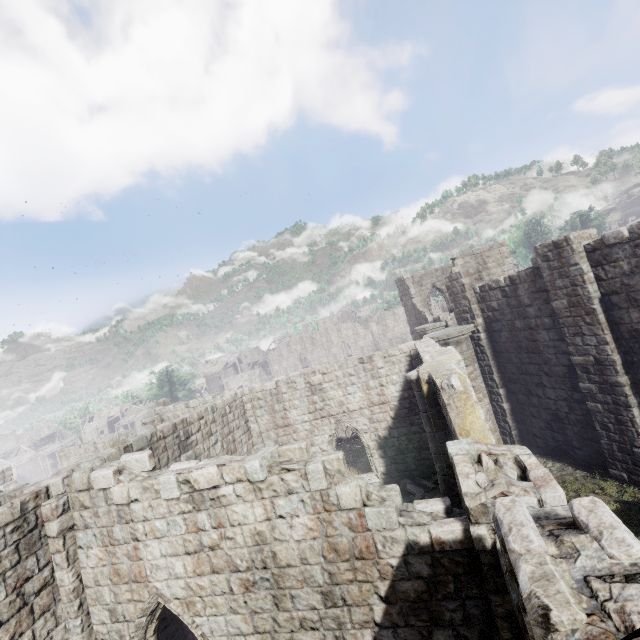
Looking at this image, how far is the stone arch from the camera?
30.4 meters

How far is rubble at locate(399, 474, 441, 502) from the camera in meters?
12.9 m

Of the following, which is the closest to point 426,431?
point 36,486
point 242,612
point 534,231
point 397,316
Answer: point 242,612

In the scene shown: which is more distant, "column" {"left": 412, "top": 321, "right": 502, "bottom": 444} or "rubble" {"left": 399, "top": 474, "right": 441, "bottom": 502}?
"column" {"left": 412, "top": 321, "right": 502, "bottom": 444}

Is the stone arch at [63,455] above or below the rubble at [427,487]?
above

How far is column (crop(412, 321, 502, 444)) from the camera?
14.4 meters

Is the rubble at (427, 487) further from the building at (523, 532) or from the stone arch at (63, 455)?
the stone arch at (63, 455)

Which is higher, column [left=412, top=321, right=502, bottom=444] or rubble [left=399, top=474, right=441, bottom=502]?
column [left=412, top=321, right=502, bottom=444]
